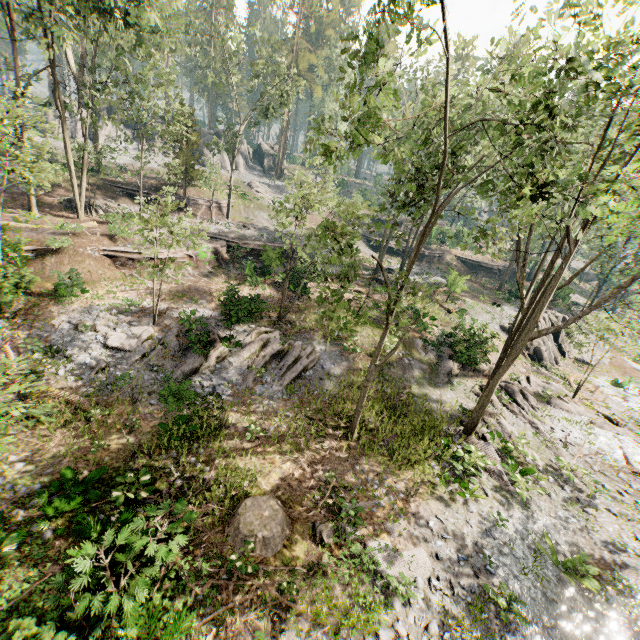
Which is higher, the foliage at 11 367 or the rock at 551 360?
the foliage at 11 367

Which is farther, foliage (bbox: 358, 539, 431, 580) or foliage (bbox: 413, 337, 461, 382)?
foliage (bbox: 413, 337, 461, 382)

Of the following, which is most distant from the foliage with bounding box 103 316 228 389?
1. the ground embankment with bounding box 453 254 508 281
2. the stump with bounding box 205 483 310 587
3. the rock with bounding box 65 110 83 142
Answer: the stump with bounding box 205 483 310 587

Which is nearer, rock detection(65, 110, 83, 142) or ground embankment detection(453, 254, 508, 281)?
rock detection(65, 110, 83, 142)

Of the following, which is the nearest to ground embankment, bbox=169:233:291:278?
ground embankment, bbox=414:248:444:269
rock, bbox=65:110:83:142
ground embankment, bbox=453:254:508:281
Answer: ground embankment, bbox=414:248:444:269

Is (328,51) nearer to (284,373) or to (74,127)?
(74,127)

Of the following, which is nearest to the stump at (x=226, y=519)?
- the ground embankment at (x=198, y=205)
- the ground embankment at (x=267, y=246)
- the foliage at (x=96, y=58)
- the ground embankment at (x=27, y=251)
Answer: the foliage at (x=96, y=58)

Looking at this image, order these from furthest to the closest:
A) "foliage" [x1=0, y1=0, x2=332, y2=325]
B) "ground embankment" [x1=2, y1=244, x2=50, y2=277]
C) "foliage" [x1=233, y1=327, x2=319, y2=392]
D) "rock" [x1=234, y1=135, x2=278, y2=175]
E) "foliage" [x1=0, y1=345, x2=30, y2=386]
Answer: "rock" [x1=234, y1=135, x2=278, y2=175], "foliage" [x1=233, y1=327, x2=319, y2=392], "ground embankment" [x1=2, y1=244, x2=50, y2=277], "foliage" [x1=0, y1=0, x2=332, y2=325], "foliage" [x1=0, y1=345, x2=30, y2=386]
